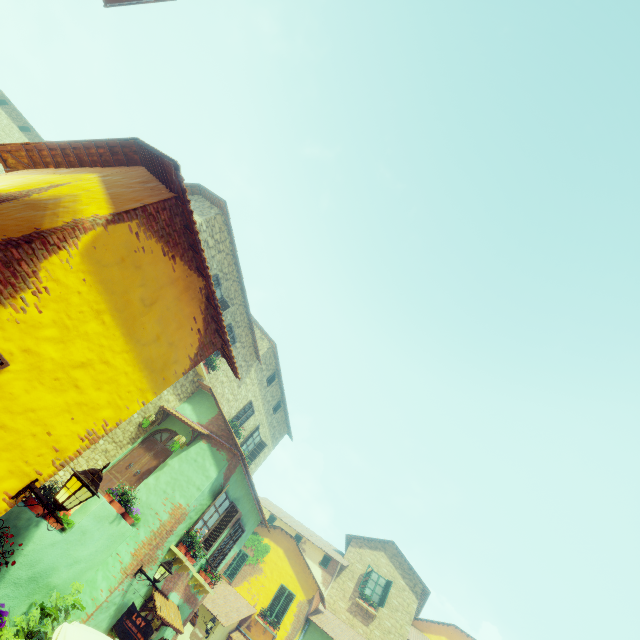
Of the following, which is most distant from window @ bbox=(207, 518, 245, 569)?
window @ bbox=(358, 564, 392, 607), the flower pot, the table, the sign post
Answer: window @ bbox=(358, 564, 392, 607)

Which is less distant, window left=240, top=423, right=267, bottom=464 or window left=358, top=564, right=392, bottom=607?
window left=240, top=423, right=267, bottom=464

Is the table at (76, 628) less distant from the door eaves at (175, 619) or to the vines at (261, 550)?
the door eaves at (175, 619)

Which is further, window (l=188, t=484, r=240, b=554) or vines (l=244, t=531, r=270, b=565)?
vines (l=244, t=531, r=270, b=565)

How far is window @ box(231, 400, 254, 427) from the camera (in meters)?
16.77

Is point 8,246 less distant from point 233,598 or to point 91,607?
point 91,607

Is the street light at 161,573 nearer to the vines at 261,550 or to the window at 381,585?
the vines at 261,550

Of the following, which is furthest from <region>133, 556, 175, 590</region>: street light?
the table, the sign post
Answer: the table
